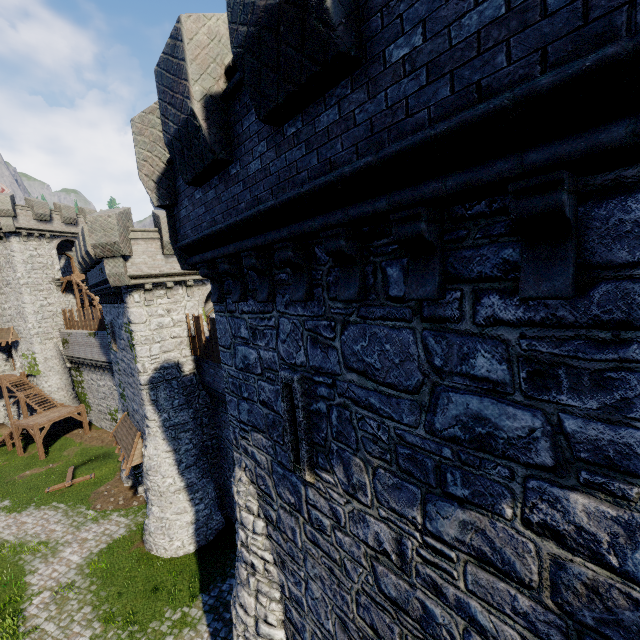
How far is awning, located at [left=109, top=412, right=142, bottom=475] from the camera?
17.3m

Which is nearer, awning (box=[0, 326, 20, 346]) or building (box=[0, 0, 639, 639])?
building (box=[0, 0, 639, 639])

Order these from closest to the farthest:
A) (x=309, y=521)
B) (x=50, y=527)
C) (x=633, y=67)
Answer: (x=633, y=67)
(x=309, y=521)
(x=50, y=527)

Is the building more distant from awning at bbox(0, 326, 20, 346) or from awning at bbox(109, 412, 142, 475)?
awning at bbox(0, 326, 20, 346)

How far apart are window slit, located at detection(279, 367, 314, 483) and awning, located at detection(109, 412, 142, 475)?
15.5 meters

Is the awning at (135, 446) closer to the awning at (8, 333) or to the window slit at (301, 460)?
the window slit at (301, 460)

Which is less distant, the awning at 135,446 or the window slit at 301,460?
the window slit at 301,460

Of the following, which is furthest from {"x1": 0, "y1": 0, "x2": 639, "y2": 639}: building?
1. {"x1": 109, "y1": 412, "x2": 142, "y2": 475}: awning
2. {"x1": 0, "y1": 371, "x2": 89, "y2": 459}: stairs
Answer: {"x1": 0, "y1": 371, "x2": 89, "y2": 459}: stairs
